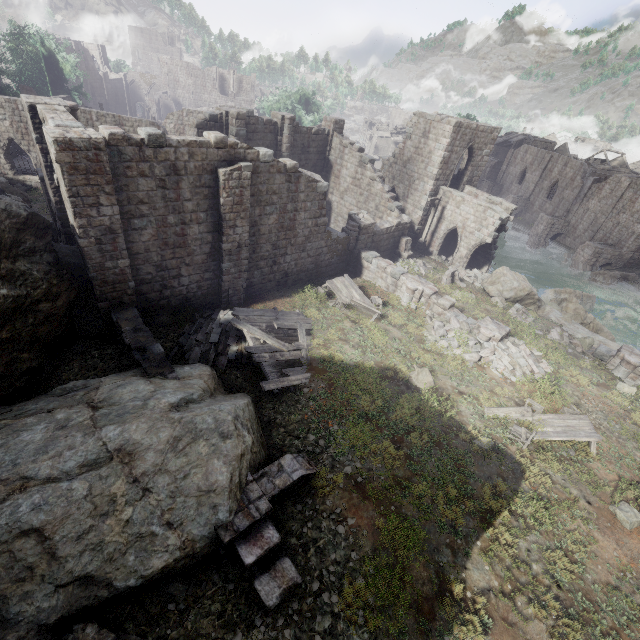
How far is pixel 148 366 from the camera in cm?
1058

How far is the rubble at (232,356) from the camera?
12.8m

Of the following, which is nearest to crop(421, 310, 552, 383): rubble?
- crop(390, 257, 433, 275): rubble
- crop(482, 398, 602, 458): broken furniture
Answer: crop(482, 398, 602, 458): broken furniture

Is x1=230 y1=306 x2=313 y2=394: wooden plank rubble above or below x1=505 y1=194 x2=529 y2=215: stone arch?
above

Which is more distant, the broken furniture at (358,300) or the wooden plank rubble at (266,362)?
the broken furniture at (358,300)

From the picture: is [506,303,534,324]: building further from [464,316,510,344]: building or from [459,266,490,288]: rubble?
[464,316,510,344]: building

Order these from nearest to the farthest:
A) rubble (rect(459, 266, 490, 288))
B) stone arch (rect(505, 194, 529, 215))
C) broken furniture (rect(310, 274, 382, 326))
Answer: broken furniture (rect(310, 274, 382, 326)) → rubble (rect(459, 266, 490, 288)) → stone arch (rect(505, 194, 529, 215))

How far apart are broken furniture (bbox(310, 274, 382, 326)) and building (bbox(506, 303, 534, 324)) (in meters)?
8.10
